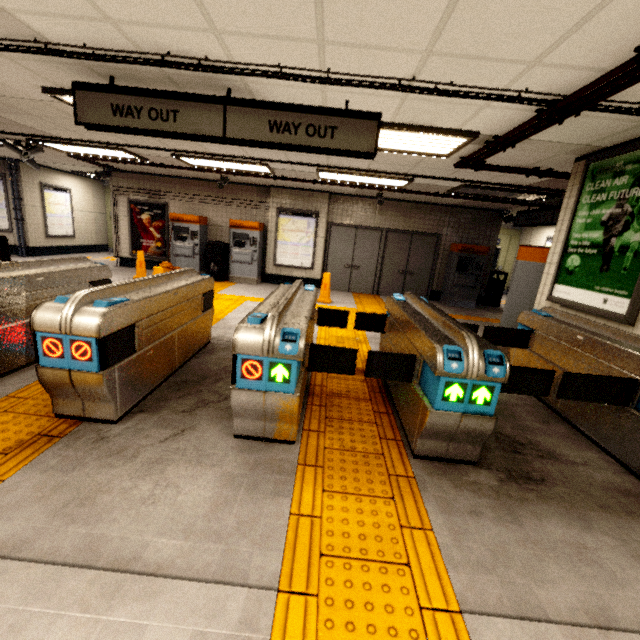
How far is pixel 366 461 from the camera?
2.54m

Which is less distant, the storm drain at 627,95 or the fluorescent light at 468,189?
the storm drain at 627,95

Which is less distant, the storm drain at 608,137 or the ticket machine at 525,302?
the storm drain at 608,137

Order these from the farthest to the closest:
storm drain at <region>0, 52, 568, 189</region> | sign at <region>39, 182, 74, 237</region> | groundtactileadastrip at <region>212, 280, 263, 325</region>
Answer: sign at <region>39, 182, 74, 237</region> → groundtactileadastrip at <region>212, 280, 263, 325</region> → storm drain at <region>0, 52, 568, 189</region>

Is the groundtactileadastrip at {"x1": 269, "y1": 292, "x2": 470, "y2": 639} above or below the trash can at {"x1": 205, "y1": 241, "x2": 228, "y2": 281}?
below

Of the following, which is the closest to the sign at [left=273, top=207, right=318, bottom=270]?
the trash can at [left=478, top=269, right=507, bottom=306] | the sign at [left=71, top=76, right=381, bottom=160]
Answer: the trash can at [left=478, top=269, right=507, bottom=306]

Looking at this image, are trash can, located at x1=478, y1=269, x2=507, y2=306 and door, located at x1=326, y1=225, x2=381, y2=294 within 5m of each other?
yes

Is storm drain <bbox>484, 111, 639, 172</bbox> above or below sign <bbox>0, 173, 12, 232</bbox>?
above
